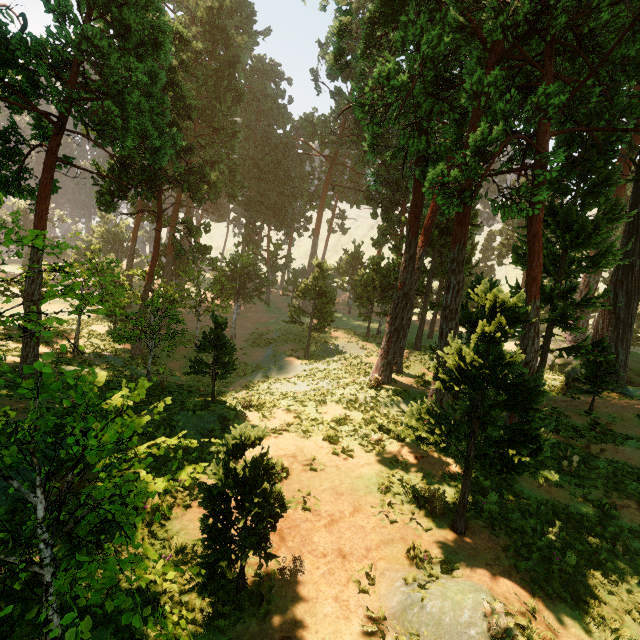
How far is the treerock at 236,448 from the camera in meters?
5.5

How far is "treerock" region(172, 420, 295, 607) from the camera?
5.5m

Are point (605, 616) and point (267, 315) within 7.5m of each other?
no

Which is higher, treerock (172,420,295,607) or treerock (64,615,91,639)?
treerock (64,615,91,639)

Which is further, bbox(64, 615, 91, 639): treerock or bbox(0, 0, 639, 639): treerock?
bbox(0, 0, 639, 639): treerock

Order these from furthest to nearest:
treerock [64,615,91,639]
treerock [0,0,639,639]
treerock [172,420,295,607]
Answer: treerock [0,0,639,639], treerock [172,420,295,607], treerock [64,615,91,639]

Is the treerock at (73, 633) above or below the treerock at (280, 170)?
below
